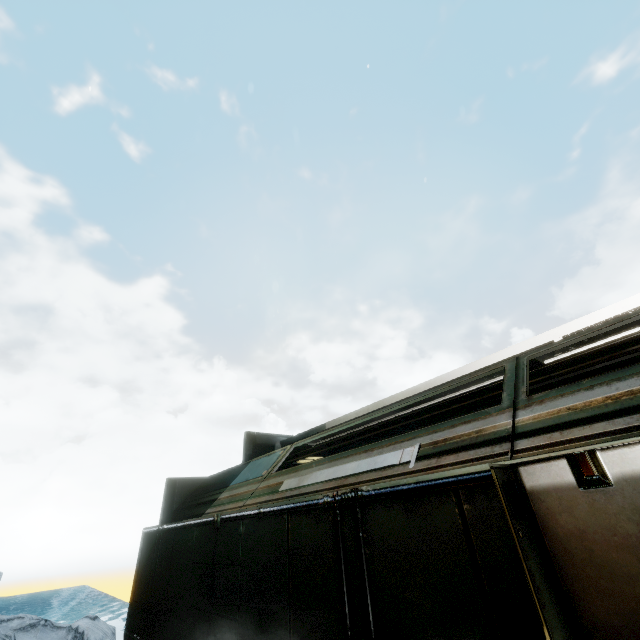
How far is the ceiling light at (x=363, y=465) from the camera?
2.7m

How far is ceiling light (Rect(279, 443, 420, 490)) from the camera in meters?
2.7

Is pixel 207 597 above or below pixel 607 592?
below
